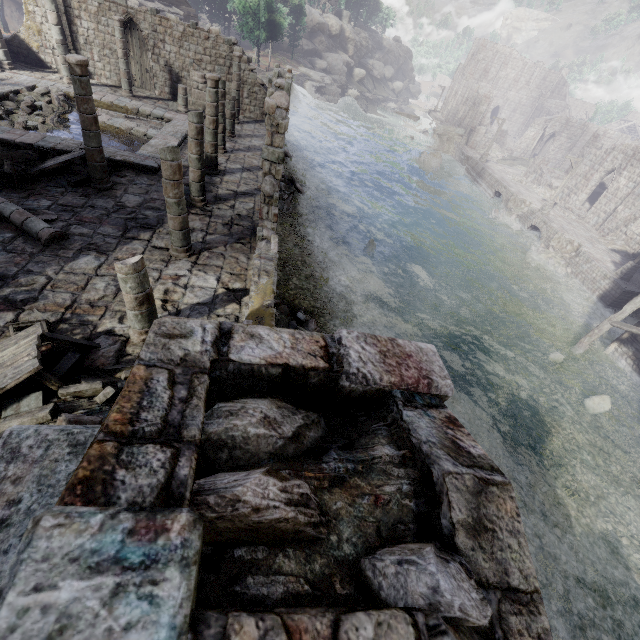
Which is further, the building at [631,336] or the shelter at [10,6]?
the shelter at [10,6]

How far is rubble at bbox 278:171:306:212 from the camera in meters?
20.2 m

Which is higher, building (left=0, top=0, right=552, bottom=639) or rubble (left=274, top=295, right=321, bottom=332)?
building (left=0, top=0, right=552, bottom=639)

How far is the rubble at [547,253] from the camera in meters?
24.9

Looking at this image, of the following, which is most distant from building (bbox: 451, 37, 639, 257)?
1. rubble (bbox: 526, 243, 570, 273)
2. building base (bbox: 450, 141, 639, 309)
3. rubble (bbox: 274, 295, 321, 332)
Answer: rubble (bbox: 526, 243, 570, 273)

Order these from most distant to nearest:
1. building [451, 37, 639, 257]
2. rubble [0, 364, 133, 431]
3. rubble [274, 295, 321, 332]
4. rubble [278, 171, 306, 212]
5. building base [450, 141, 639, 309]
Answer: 1. building [451, 37, 639, 257]
2. building base [450, 141, 639, 309]
3. rubble [278, 171, 306, 212]
4. rubble [274, 295, 321, 332]
5. rubble [0, 364, 133, 431]

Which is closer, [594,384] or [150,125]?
[594,384]

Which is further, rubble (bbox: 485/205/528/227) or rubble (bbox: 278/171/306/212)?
rubble (bbox: 485/205/528/227)
